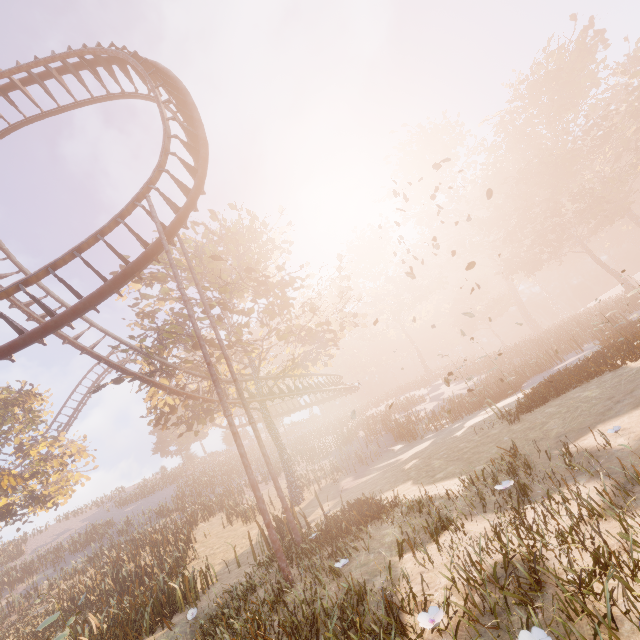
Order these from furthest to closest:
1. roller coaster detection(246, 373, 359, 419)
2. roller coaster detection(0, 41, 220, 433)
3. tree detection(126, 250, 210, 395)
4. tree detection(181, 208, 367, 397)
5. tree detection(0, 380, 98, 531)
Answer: tree detection(0, 380, 98, 531) → roller coaster detection(246, 373, 359, 419) → tree detection(181, 208, 367, 397) → tree detection(126, 250, 210, 395) → roller coaster detection(0, 41, 220, 433)

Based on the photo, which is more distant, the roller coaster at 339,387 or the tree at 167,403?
the roller coaster at 339,387

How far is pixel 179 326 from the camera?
23.4m

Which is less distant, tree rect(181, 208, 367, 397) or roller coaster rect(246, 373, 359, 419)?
tree rect(181, 208, 367, 397)

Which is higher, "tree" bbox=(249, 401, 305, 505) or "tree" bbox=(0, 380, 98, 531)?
"tree" bbox=(0, 380, 98, 531)

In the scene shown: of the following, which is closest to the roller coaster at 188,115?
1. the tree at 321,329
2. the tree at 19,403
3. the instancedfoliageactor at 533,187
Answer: the tree at 321,329

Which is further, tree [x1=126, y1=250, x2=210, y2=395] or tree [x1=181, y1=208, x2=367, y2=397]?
tree [x1=181, y1=208, x2=367, y2=397]

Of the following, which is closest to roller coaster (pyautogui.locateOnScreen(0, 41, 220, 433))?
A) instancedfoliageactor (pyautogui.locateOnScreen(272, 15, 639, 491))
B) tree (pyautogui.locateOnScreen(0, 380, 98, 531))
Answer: tree (pyautogui.locateOnScreen(0, 380, 98, 531))
